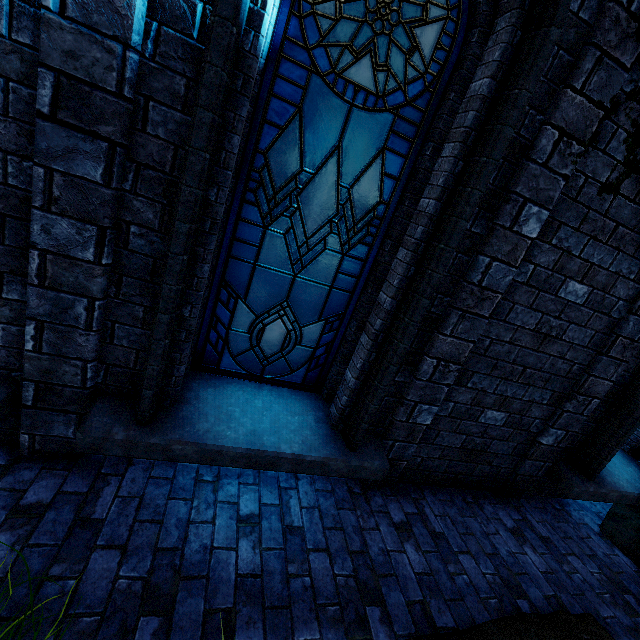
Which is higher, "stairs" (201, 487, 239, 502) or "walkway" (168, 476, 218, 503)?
"stairs" (201, 487, 239, 502)

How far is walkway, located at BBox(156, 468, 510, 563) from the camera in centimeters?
238cm

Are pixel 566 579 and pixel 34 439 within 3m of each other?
no

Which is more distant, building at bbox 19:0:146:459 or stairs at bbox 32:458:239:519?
stairs at bbox 32:458:239:519

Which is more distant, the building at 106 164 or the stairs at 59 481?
the stairs at 59 481

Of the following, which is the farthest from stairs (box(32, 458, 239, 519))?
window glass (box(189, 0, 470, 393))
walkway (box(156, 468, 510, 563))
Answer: window glass (box(189, 0, 470, 393))

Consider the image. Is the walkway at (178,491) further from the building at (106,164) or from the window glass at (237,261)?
the window glass at (237,261)
